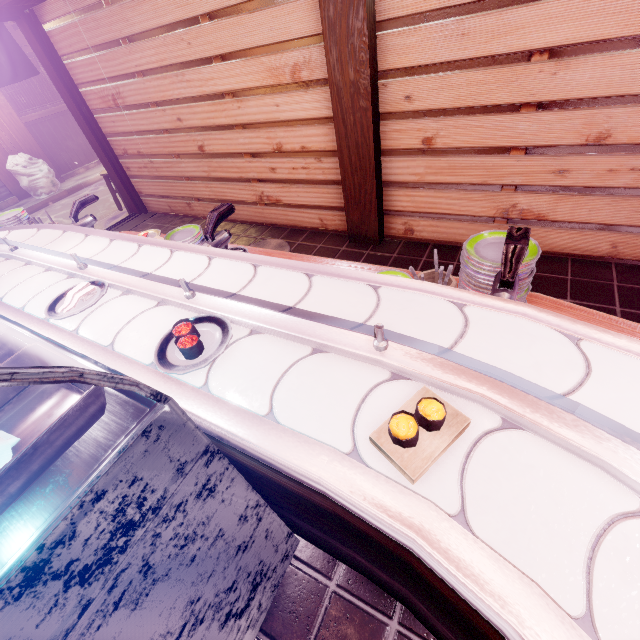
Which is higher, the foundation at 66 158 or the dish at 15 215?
the dish at 15 215

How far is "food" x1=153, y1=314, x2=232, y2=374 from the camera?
1.9m

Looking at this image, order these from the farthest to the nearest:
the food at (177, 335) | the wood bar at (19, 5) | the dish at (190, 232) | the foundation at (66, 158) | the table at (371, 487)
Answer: the foundation at (66, 158) → the wood bar at (19, 5) → the dish at (190, 232) → the food at (177, 335) → the table at (371, 487)

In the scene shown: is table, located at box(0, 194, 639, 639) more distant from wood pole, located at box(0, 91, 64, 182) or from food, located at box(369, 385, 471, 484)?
wood pole, located at box(0, 91, 64, 182)

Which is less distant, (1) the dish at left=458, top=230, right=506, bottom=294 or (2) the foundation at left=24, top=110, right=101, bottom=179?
(1) the dish at left=458, top=230, right=506, bottom=294

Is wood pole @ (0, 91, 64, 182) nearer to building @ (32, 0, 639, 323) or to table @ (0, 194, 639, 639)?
building @ (32, 0, 639, 323)

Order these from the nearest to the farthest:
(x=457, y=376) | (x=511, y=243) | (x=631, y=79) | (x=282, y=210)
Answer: (x=457, y=376) < (x=511, y=243) < (x=631, y=79) < (x=282, y=210)

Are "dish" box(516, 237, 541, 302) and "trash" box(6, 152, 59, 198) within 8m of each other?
no
